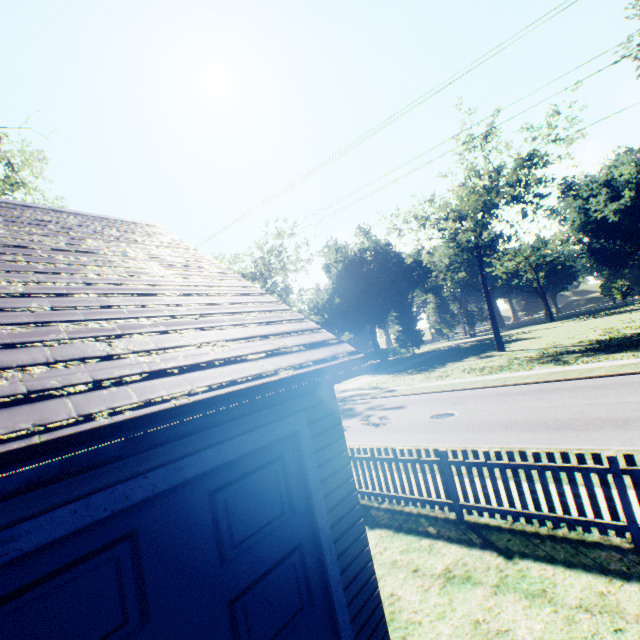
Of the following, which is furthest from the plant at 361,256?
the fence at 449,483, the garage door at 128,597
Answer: the garage door at 128,597

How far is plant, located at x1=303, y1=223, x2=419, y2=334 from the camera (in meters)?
54.09

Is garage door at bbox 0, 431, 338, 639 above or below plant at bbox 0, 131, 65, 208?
below

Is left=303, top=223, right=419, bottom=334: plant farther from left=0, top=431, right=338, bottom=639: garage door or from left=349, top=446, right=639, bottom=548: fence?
left=0, top=431, right=338, bottom=639: garage door

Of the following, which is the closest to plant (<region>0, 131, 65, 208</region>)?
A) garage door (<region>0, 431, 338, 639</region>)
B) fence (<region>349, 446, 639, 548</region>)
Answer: fence (<region>349, 446, 639, 548</region>)

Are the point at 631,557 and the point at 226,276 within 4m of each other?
no

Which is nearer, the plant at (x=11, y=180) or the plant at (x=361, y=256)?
the plant at (x=11, y=180)

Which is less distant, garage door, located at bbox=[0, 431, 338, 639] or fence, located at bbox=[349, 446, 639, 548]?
garage door, located at bbox=[0, 431, 338, 639]
